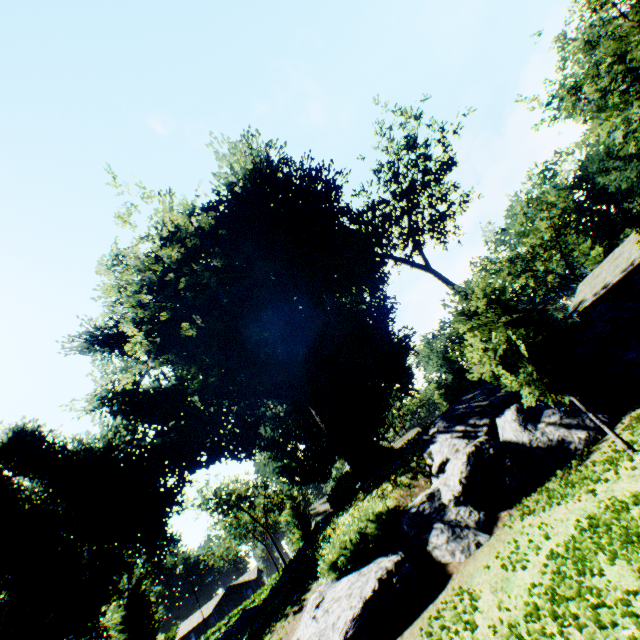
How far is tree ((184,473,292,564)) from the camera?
50.66m

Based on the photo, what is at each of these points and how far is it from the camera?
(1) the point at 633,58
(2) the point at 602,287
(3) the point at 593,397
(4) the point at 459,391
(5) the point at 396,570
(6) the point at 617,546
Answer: (1) tree, 29.6m
(2) house, 31.5m
(3) rock, 10.4m
(4) hedge, 17.5m
(5) rock, 7.9m
(6) plant, 4.5m

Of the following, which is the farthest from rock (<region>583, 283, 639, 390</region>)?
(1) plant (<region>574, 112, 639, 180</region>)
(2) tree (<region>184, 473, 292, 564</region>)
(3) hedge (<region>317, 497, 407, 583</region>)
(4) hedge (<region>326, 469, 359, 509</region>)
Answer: (2) tree (<region>184, 473, 292, 564</region>)

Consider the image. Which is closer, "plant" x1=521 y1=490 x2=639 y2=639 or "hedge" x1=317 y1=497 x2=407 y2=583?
"plant" x1=521 y1=490 x2=639 y2=639

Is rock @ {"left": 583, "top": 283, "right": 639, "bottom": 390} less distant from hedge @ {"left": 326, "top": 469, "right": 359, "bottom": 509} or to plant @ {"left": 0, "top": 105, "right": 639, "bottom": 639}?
plant @ {"left": 0, "top": 105, "right": 639, "bottom": 639}

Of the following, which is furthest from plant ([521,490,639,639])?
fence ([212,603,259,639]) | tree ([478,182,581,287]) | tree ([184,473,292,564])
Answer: tree ([478,182,581,287])

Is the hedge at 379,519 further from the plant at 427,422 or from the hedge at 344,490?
the hedge at 344,490

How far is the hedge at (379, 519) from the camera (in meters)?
9.24
